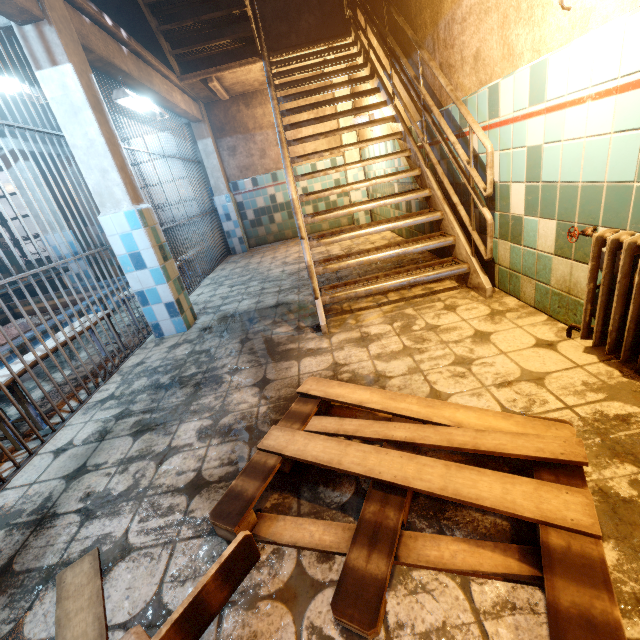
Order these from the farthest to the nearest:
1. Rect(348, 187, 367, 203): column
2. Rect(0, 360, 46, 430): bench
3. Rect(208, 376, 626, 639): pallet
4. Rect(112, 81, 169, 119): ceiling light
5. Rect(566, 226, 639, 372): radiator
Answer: Rect(348, 187, 367, 203): column
Rect(112, 81, 169, 119): ceiling light
Rect(0, 360, 46, 430): bench
Rect(566, 226, 639, 372): radiator
Rect(208, 376, 626, 639): pallet

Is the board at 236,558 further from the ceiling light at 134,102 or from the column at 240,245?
the column at 240,245

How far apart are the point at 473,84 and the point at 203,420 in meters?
3.1 m

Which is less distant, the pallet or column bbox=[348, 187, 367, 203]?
the pallet

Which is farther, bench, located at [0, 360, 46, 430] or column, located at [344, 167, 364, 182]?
column, located at [344, 167, 364, 182]

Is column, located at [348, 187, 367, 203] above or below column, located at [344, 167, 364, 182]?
below

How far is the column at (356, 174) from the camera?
6.8 meters

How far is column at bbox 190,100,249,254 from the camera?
6.4m
